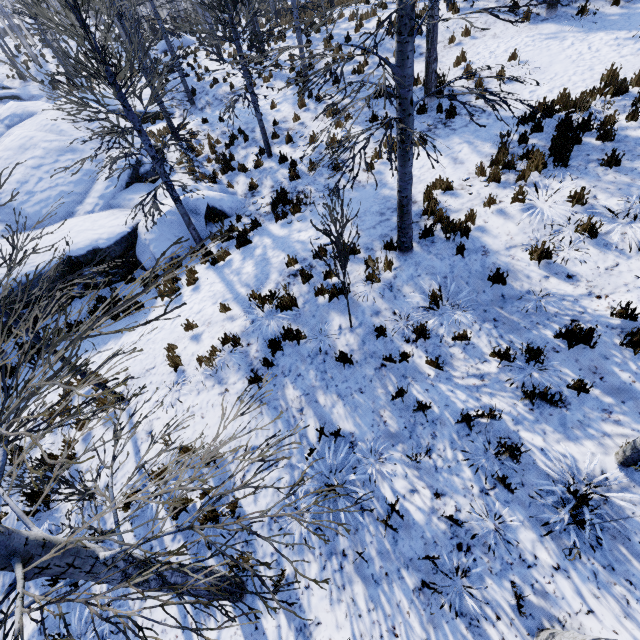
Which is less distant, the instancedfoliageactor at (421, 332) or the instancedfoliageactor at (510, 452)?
the instancedfoliageactor at (510, 452)

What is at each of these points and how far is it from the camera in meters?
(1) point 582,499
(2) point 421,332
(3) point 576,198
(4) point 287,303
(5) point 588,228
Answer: (1) instancedfoliageactor, 3.7
(2) instancedfoliageactor, 5.6
(3) instancedfoliageactor, 6.0
(4) instancedfoliageactor, 6.7
(5) instancedfoliageactor, 5.7

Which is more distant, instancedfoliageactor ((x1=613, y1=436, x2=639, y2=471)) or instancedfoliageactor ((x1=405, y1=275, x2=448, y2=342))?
instancedfoliageactor ((x1=405, y1=275, x2=448, y2=342))

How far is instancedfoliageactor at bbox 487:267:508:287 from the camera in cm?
570

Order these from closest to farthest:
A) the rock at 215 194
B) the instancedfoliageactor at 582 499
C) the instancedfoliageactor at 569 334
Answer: the instancedfoliageactor at 582 499, the instancedfoliageactor at 569 334, the rock at 215 194

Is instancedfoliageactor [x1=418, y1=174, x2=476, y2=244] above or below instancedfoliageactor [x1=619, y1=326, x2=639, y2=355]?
above
